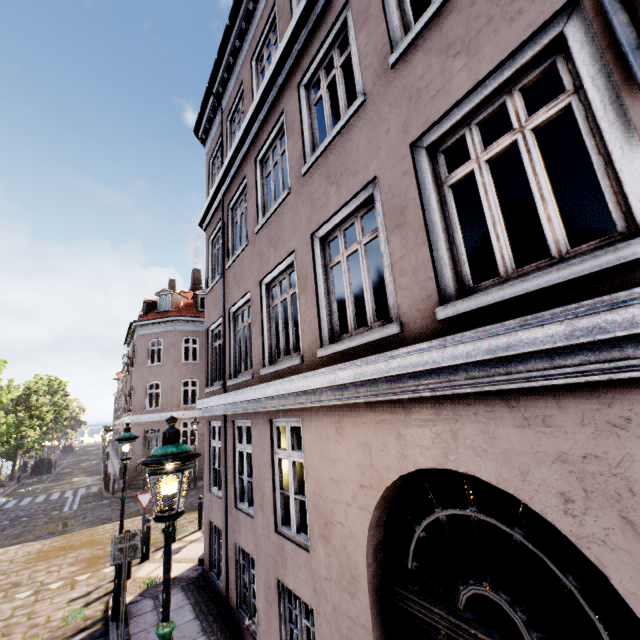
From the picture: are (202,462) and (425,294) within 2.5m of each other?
no

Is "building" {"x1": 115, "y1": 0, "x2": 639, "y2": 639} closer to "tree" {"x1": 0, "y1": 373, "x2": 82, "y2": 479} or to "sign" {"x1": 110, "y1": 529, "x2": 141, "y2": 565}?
"sign" {"x1": 110, "y1": 529, "x2": 141, "y2": 565}

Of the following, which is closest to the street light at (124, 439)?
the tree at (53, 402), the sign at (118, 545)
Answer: the sign at (118, 545)

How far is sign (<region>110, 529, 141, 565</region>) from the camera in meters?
6.1

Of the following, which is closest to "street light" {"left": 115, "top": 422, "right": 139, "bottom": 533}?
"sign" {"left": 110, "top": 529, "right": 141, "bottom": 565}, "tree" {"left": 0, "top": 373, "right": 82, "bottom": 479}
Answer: "sign" {"left": 110, "top": 529, "right": 141, "bottom": 565}

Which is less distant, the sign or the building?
the building

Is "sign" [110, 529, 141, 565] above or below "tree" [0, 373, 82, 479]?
below

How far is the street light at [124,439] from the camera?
7.27m
